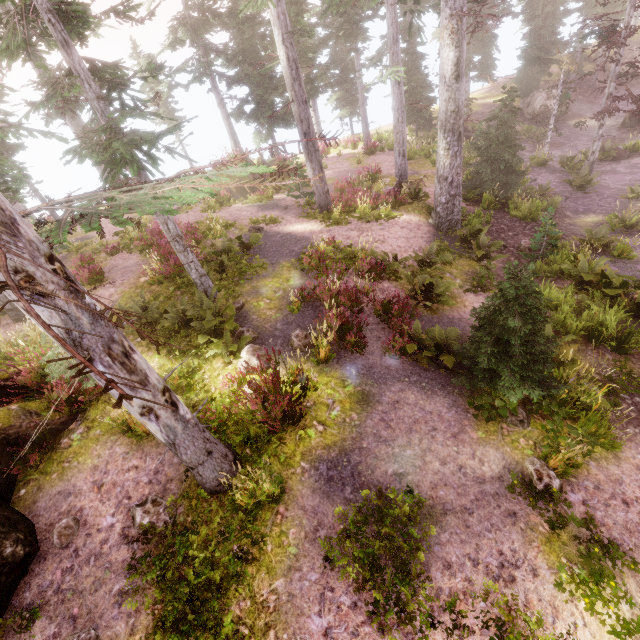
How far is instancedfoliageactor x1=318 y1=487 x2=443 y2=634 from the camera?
4.71m

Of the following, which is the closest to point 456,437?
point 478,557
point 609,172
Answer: point 478,557

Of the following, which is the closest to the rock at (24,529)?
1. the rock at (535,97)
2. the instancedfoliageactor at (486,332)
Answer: the instancedfoliageactor at (486,332)

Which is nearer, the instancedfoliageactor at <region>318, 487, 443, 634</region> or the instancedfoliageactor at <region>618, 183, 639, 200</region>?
the instancedfoliageactor at <region>318, 487, 443, 634</region>

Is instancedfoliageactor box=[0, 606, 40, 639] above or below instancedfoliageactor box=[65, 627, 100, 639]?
above

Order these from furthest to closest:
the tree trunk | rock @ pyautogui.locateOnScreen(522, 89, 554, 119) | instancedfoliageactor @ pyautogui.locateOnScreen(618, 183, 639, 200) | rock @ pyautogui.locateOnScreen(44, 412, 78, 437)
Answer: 1. rock @ pyautogui.locateOnScreen(522, 89, 554, 119)
2. the tree trunk
3. instancedfoliageactor @ pyautogui.locateOnScreen(618, 183, 639, 200)
4. rock @ pyautogui.locateOnScreen(44, 412, 78, 437)

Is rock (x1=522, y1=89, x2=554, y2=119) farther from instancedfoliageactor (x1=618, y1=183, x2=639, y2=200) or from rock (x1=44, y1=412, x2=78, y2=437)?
rock (x1=44, y1=412, x2=78, y2=437)
